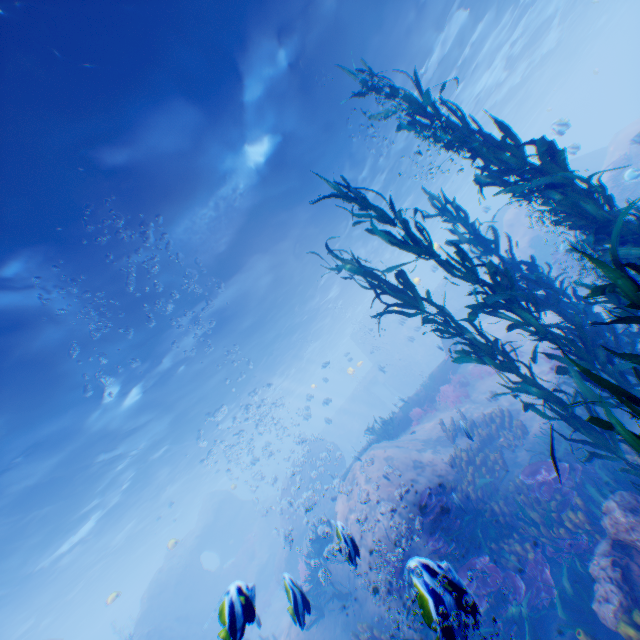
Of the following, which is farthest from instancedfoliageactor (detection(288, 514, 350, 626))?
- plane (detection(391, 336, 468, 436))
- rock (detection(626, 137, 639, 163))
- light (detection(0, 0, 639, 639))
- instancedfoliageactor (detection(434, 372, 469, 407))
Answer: plane (detection(391, 336, 468, 436))

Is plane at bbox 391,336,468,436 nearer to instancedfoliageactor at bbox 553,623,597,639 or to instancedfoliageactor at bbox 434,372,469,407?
instancedfoliageactor at bbox 434,372,469,407

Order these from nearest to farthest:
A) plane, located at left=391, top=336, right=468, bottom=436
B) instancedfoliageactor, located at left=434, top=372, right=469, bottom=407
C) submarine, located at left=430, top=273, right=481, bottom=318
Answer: instancedfoliageactor, located at left=434, top=372, right=469, bottom=407, plane, located at left=391, top=336, right=468, bottom=436, submarine, located at left=430, top=273, right=481, bottom=318

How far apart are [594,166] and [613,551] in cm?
3326

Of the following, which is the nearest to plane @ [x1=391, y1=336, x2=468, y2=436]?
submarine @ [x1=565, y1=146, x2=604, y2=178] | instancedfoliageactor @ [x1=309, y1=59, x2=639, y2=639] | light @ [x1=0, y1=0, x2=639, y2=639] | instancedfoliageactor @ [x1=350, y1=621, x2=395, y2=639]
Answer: submarine @ [x1=565, y1=146, x2=604, y2=178]

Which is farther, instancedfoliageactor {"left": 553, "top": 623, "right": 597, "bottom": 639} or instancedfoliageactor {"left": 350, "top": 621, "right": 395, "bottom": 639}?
instancedfoliageactor {"left": 350, "top": 621, "right": 395, "bottom": 639}

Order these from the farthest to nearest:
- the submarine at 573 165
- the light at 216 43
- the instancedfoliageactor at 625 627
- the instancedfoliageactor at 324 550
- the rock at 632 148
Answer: the submarine at 573 165
the rock at 632 148
the instancedfoliageactor at 324 550
the light at 216 43
the instancedfoliageactor at 625 627

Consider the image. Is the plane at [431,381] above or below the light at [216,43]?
below
